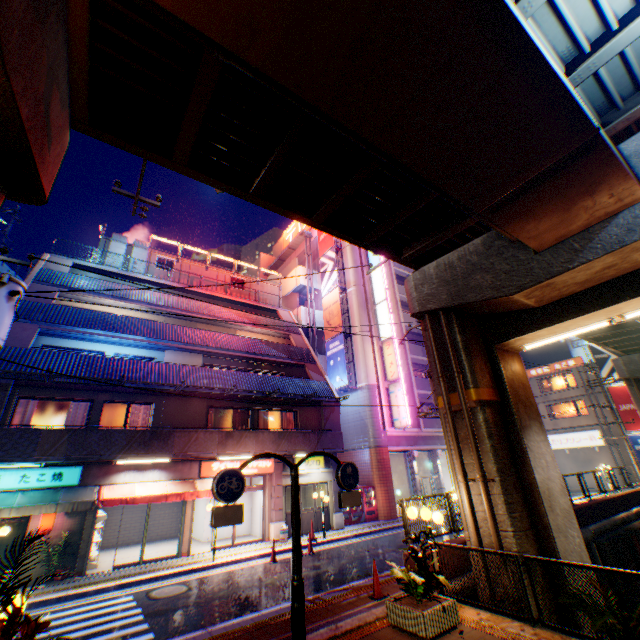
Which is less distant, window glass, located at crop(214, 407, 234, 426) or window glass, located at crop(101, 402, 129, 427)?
window glass, located at crop(101, 402, 129, 427)

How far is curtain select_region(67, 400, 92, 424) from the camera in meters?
14.5

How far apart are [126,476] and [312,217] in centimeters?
1413cm

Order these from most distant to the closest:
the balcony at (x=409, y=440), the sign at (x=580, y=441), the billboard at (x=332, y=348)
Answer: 1. the sign at (x=580, y=441)
2. the billboard at (x=332, y=348)
3. the balcony at (x=409, y=440)

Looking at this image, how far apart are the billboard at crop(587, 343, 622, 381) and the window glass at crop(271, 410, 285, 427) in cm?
3315

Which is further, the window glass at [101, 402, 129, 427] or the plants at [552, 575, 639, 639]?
the window glass at [101, 402, 129, 427]

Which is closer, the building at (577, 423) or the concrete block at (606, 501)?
the concrete block at (606, 501)

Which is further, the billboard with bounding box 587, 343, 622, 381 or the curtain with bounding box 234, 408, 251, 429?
the billboard with bounding box 587, 343, 622, 381
